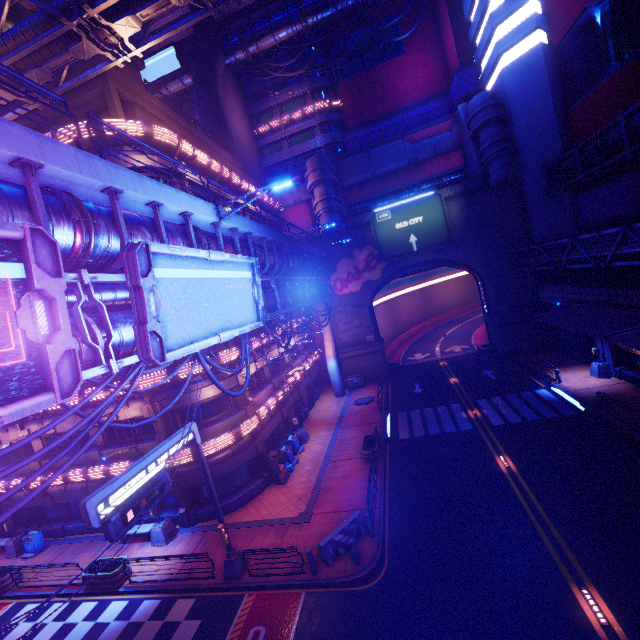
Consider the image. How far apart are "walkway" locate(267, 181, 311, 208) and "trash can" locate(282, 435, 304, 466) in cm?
2785

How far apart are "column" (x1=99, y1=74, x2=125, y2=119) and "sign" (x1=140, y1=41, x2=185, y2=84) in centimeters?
3041cm

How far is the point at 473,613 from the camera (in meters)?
10.55

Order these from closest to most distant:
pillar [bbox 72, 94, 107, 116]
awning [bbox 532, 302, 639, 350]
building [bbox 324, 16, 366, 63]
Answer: awning [bbox 532, 302, 639, 350] → pillar [bbox 72, 94, 107, 116] → building [bbox 324, 16, 366, 63]

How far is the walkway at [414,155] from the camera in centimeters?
3431cm

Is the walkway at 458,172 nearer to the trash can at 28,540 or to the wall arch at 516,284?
the wall arch at 516,284

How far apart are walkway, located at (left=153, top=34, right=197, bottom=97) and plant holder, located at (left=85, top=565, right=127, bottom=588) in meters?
51.8

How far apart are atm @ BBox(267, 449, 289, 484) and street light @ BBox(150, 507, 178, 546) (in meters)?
5.95
